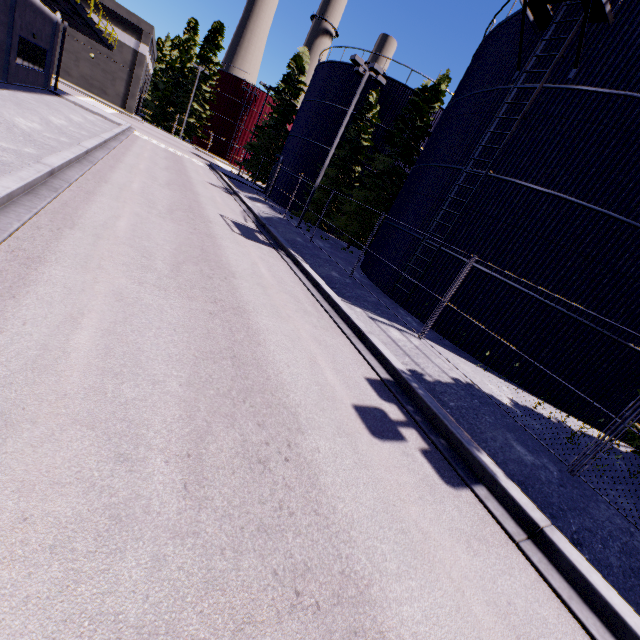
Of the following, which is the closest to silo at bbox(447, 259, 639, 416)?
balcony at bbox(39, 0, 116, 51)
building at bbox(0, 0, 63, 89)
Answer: building at bbox(0, 0, 63, 89)

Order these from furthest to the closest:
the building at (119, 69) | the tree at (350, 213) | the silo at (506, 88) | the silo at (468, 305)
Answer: the building at (119, 69) → the tree at (350, 213) → the silo at (468, 305) → the silo at (506, 88)

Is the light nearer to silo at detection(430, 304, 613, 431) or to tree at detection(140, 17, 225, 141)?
silo at detection(430, 304, 613, 431)

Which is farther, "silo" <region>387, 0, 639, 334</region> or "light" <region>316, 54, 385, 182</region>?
"light" <region>316, 54, 385, 182</region>

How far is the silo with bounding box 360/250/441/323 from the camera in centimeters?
1332cm

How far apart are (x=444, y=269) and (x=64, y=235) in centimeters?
1203cm

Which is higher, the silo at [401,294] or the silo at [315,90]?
the silo at [315,90]
